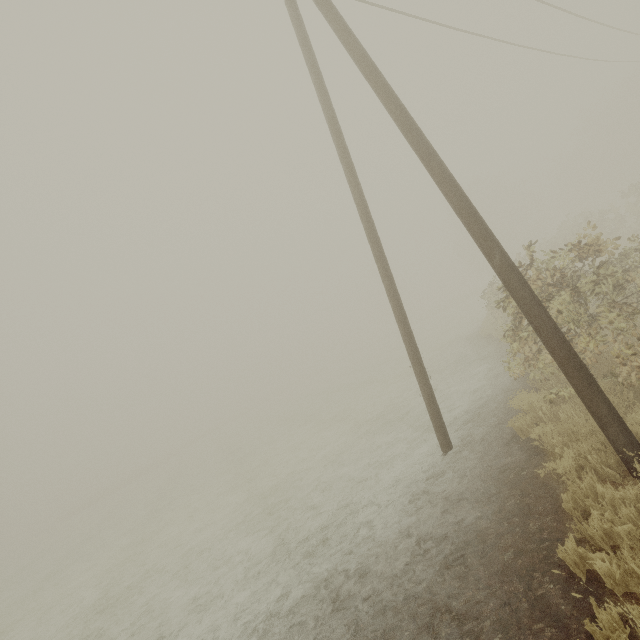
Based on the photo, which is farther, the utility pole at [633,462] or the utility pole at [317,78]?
the utility pole at [317,78]

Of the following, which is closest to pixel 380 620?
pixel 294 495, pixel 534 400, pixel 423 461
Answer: pixel 423 461

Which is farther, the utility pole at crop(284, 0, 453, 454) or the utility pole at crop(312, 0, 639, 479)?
the utility pole at crop(284, 0, 453, 454)
